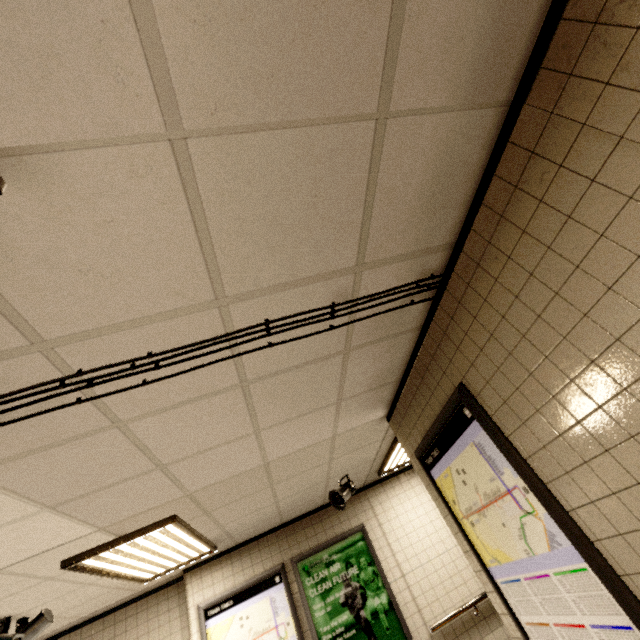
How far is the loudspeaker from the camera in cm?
445

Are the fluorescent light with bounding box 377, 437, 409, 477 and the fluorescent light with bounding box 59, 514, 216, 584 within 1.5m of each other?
no

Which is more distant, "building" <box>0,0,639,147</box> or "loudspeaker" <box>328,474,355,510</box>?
"loudspeaker" <box>328,474,355,510</box>

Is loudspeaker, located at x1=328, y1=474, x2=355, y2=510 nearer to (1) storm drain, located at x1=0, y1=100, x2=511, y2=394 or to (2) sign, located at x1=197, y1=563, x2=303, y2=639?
(1) storm drain, located at x1=0, y1=100, x2=511, y2=394

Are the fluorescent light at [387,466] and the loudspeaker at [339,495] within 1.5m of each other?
yes

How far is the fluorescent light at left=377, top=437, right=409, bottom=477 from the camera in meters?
4.5

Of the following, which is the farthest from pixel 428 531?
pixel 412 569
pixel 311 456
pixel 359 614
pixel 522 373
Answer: pixel 522 373

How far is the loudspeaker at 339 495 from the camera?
4.4m
